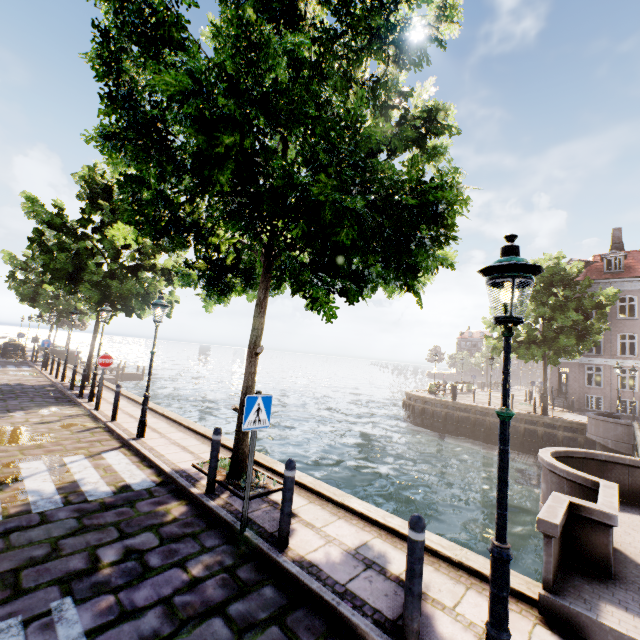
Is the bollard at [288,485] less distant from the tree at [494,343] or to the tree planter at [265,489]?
the tree planter at [265,489]

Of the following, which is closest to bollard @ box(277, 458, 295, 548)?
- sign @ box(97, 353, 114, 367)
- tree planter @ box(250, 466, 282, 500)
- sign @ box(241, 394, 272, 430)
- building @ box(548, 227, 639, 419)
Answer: sign @ box(241, 394, 272, 430)

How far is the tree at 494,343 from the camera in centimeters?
2156cm

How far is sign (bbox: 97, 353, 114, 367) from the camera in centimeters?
1095cm

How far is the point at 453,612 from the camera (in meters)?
3.45

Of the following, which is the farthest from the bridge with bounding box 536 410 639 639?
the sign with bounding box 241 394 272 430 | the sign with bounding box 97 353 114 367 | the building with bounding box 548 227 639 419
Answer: the sign with bounding box 97 353 114 367

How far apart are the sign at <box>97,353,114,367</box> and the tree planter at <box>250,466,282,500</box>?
6.46m

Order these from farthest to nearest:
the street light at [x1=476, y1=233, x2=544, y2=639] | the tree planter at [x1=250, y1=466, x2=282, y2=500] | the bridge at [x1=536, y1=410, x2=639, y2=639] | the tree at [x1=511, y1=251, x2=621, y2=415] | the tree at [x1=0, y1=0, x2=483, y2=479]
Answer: the tree at [x1=511, y1=251, x2=621, y2=415] < the tree planter at [x1=250, y1=466, x2=282, y2=500] < the tree at [x1=0, y1=0, x2=483, y2=479] < the bridge at [x1=536, y1=410, x2=639, y2=639] < the street light at [x1=476, y1=233, x2=544, y2=639]
